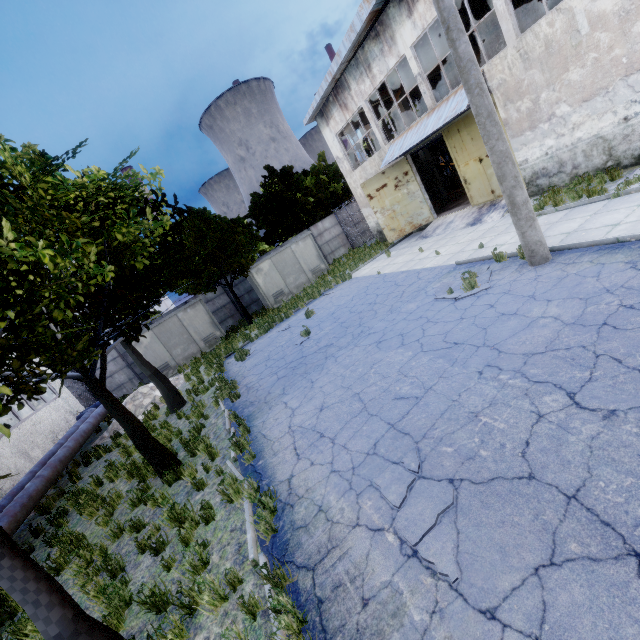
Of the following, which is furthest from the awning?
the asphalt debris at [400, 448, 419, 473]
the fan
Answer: the asphalt debris at [400, 448, 419, 473]

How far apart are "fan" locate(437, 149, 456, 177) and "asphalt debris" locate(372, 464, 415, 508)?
26.9 meters

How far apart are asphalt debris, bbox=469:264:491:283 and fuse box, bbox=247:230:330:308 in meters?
14.6

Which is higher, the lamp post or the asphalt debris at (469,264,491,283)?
the lamp post

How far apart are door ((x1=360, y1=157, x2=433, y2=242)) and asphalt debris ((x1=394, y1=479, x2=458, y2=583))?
16.39m

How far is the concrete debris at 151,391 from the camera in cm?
1555

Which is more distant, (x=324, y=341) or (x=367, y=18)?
(x=367, y=18)

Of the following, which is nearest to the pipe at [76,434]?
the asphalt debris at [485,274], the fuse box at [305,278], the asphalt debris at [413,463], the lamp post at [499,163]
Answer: the asphalt debris at [413,463]
